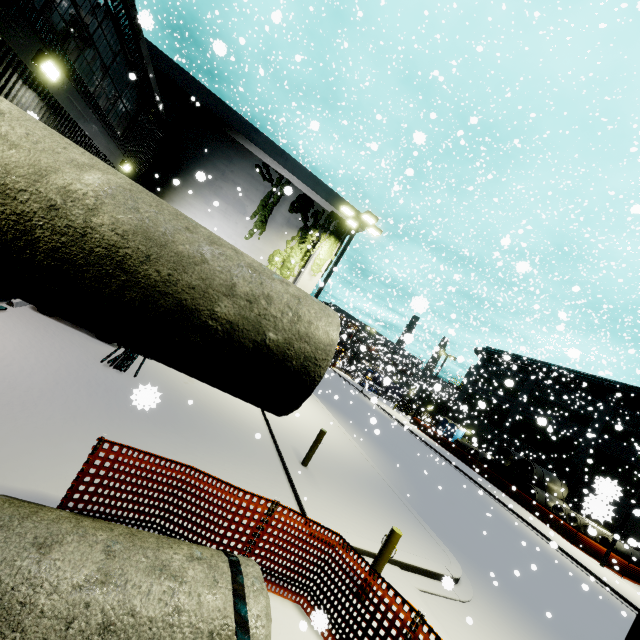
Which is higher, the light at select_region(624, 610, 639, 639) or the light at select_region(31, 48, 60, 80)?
the light at select_region(31, 48, 60, 80)

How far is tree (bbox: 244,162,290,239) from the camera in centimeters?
1678cm

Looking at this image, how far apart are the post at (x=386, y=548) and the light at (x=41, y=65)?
10.3m

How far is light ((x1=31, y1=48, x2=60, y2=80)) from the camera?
5.6m

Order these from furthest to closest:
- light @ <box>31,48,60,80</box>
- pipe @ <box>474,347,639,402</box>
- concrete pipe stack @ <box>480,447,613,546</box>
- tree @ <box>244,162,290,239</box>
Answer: pipe @ <box>474,347,639,402</box>, concrete pipe stack @ <box>480,447,613,546</box>, tree @ <box>244,162,290,239</box>, light @ <box>31,48,60,80</box>

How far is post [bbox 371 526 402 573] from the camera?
5.67m

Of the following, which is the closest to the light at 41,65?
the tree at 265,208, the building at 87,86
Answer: the building at 87,86

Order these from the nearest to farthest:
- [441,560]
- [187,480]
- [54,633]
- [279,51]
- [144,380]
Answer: [54,633] < [187,480] < [441,560] < [144,380] < [279,51]
